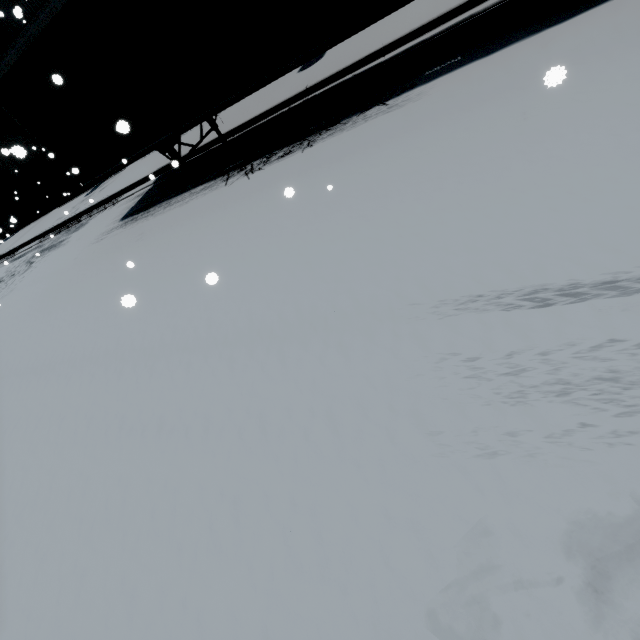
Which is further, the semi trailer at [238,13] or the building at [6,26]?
the building at [6,26]

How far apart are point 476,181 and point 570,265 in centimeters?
151cm

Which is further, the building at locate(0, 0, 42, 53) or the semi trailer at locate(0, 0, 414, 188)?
the building at locate(0, 0, 42, 53)

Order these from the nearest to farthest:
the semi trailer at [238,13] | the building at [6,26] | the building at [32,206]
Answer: the semi trailer at [238,13] < the building at [6,26] < the building at [32,206]

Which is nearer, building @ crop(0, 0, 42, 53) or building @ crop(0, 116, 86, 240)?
building @ crop(0, 0, 42, 53)

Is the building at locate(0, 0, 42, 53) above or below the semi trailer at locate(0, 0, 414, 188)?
above

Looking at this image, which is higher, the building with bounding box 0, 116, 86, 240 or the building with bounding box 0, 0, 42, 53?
the building with bounding box 0, 0, 42, 53

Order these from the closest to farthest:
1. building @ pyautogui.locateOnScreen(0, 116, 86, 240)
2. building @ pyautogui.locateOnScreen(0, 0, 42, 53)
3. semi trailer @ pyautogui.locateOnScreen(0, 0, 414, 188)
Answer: semi trailer @ pyautogui.locateOnScreen(0, 0, 414, 188), building @ pyautogui.locateOnScreen(0, 0, 42, 53), building @ pyautogui.locateOnScreen(0, 116, 86, 240)
